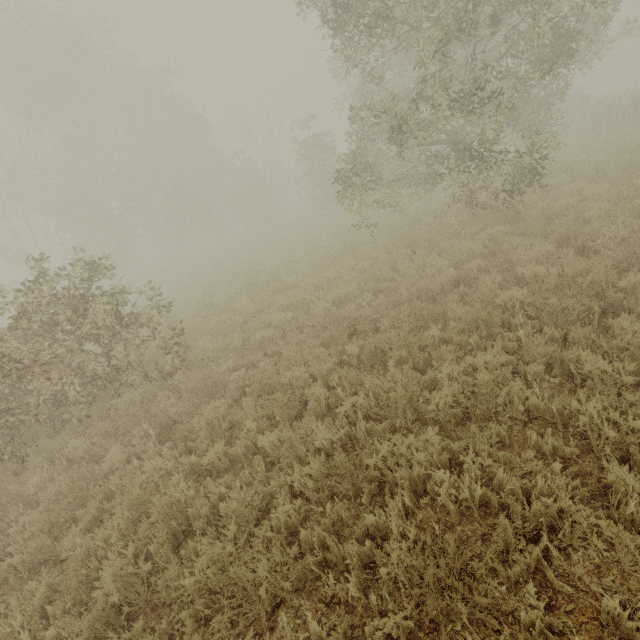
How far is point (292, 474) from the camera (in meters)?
4.43
